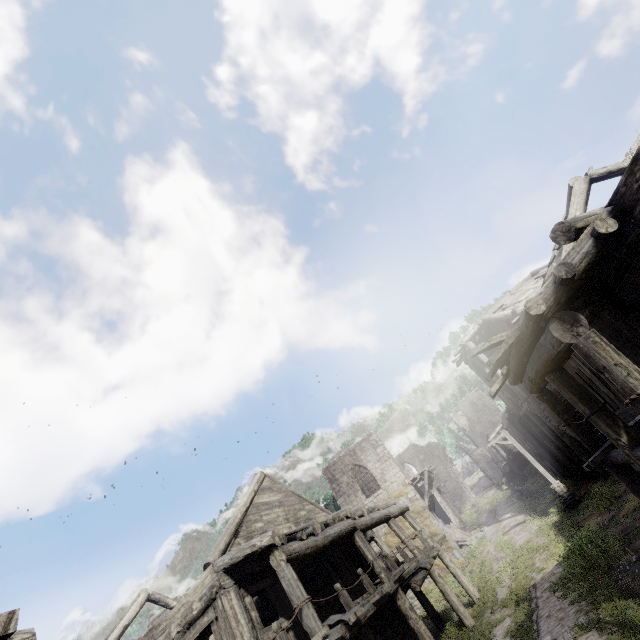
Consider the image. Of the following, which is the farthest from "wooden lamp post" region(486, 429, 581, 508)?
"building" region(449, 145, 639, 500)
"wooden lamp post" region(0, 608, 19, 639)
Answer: "wooden lamp post" region(0, 608, 19, 639)

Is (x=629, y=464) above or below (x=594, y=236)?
below

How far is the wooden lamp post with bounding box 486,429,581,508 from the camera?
17.4 meters

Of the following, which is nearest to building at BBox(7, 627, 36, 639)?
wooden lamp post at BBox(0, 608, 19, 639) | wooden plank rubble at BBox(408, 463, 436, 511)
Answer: wooden plank rubble at BBox(408, 463, 436, 511)

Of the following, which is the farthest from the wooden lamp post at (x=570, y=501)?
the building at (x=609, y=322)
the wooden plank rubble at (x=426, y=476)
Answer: the wooden plank rubble at (x=426, y=476)

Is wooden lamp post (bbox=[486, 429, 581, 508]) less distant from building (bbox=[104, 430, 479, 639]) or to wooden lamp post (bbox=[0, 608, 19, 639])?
building (bbox=[104, 430, 479, 639])

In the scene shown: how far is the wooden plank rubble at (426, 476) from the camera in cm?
2592
